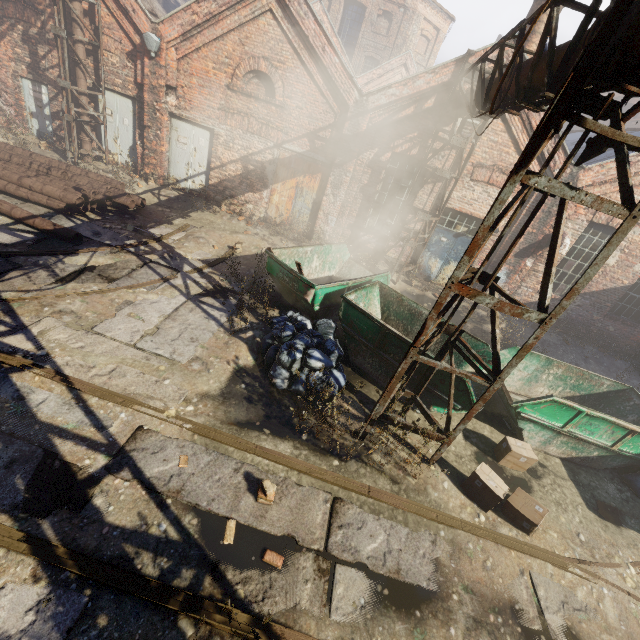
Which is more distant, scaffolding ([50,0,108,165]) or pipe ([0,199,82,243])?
scaffolding ([50,0,108,165])

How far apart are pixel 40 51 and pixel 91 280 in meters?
10.6

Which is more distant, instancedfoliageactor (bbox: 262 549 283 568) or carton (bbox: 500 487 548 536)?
carton (bbox: 500 487 548 536)

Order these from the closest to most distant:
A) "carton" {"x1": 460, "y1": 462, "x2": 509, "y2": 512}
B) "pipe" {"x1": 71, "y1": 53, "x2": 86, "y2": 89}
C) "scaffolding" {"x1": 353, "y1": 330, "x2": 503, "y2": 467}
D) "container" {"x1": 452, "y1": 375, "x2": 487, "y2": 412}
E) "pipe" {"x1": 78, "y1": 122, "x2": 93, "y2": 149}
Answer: "scaffolding" {"x1": 353, "y1": 330, "x2": 503, "y2": 467} → "carton" {"x1": 460, "y1": 462, "x2": 509, "y2": 512} → "container" {"x1": 452, "y1": 375, "x2": 487, "y2": 412} → "pipe" {"x1": 71, "y1": 53, "x2": 86, "y2": 89} → "pipe" {"x1": 78, "y1": 122, "x2": 93, "y2": 149}

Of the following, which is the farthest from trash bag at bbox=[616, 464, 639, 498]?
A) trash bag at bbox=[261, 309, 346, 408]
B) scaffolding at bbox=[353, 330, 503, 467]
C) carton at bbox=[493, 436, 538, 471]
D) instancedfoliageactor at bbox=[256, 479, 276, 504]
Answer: instancedfoliageactor at bbox=[256, 479, 276, 504]

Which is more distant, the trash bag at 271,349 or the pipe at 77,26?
the pipe at 77,26

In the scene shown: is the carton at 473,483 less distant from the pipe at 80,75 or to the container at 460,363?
the container at 460,363

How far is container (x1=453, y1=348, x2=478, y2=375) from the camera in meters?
7.4
